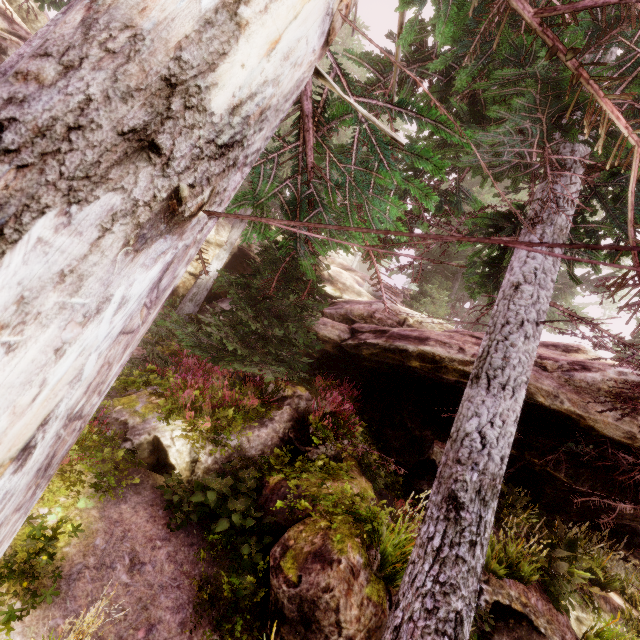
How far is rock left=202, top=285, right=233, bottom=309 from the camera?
13.0m

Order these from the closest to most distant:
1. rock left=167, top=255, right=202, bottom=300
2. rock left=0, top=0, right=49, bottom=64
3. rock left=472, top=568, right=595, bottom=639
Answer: rock left=472, top=568, right=595, bottom=639 < rock left=0, top=0, right=49, bottom=64 < rock left=167, top=255, right=202, bottom=300

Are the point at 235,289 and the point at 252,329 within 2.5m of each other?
yes

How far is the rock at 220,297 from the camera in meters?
13.0 m

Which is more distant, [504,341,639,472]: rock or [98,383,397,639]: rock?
[504,341,639,472]: rock
